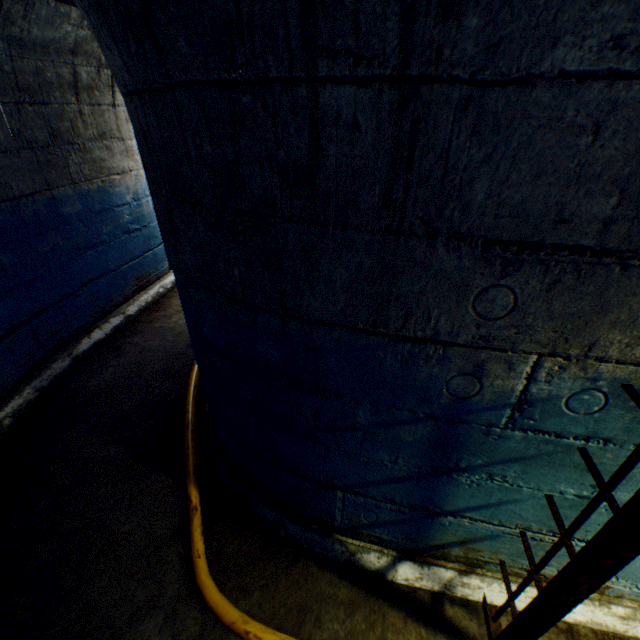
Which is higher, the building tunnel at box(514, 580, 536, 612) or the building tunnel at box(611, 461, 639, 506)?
the building tunnel at box(611, 461, 639, 506)

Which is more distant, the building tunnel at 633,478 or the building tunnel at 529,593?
the building tunnel at 529,593

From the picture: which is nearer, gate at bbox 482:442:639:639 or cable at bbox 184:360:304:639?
gate at bbox 482:442:639:639

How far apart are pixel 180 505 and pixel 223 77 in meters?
2.4 m

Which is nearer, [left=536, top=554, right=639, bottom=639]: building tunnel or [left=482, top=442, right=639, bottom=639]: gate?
[left=482, top=442, right=639, bottom=639]: gate

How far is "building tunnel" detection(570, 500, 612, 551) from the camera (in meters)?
1.28
